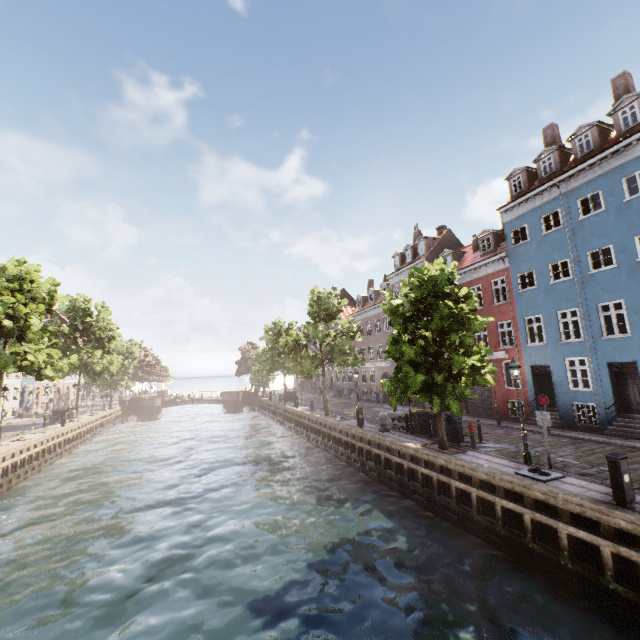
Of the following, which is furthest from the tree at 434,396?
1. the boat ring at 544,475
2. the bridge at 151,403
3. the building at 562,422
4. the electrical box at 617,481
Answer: the electrical box at 617,481

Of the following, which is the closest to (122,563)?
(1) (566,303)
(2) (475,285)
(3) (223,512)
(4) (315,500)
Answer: (3) (223,512)

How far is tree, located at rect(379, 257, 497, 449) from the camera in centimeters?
1338cm

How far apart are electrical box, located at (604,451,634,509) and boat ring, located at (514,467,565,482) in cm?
196

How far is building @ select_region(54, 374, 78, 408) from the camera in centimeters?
5044cm

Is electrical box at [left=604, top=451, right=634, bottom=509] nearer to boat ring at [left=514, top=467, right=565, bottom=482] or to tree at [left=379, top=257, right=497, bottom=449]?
boat ring at [left=514, top=467, right=565, bottom=482]

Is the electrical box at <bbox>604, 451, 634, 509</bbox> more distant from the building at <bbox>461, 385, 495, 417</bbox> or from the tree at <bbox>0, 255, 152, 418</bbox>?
the building at <bbox>461, 385, 495, 417</bbox>

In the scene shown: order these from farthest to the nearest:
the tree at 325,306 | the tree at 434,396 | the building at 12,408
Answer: the building at 12,408 < the tree at 325,306 < the tree at 434,396
